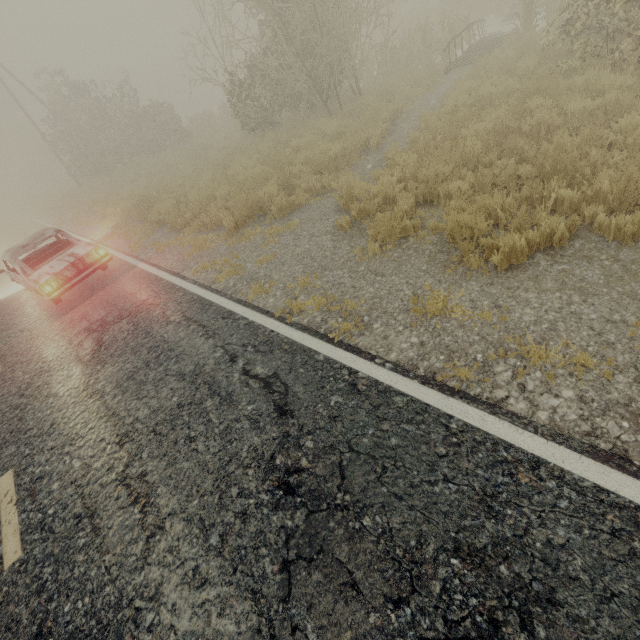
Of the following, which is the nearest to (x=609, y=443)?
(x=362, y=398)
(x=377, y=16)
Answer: (x=362, y=398)
